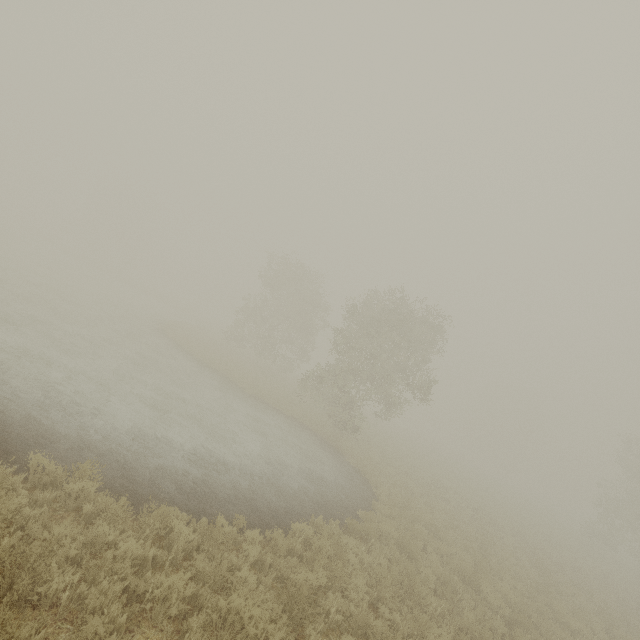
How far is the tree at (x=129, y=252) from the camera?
55.5 meters

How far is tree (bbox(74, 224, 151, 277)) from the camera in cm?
5553

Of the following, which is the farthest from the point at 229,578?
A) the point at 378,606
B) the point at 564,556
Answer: the point at 564,556
